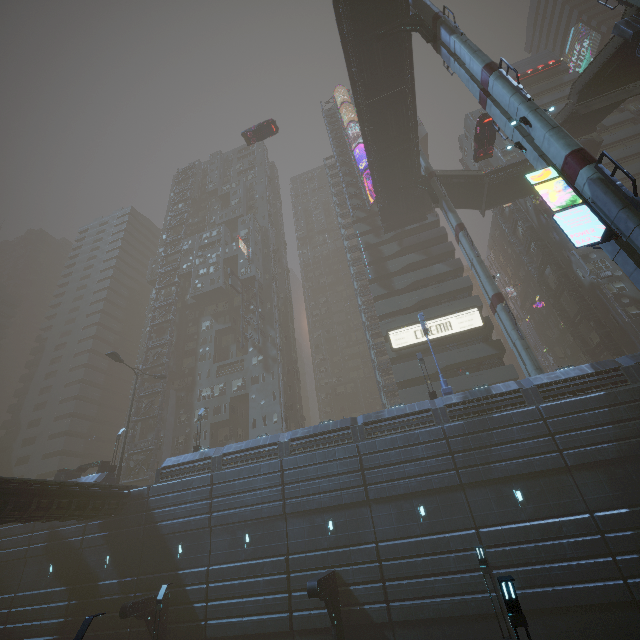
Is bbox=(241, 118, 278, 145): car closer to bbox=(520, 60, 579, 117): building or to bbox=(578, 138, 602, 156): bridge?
bbox=(520, 60, 579, 117): building

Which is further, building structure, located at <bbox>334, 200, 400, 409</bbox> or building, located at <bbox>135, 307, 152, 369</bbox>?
building, located at <bbox>135, 307, 152, 369</bbox>

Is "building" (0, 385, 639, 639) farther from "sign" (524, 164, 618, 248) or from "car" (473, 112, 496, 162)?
"car" (473, 112, 496, 162)

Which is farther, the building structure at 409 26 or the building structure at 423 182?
the building structure at 423 182

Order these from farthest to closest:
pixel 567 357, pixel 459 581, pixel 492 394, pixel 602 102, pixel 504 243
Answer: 1. pixel 504 243
2. pixel 567 357
3. pixel 602 102
4. pixel 492 394
5. pixel 459 581

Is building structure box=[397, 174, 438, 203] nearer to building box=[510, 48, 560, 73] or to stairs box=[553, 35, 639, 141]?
stairs box=[553, 35, 639, 141]

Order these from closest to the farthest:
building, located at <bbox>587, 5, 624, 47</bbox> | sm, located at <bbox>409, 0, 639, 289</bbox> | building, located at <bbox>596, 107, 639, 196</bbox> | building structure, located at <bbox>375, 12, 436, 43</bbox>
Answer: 1. sm, located at <bbox>409, 0, 639, 289</bbox>
2. building structure, located at <bbox>375, 12, 436, 43</bbox>
3. building, located at <bbox>596, 107, 639, 196</bbox>
4. building, located at <bbox>587, 5, 624, 47</bbox>

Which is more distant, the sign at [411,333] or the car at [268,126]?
the car at [268,126]
